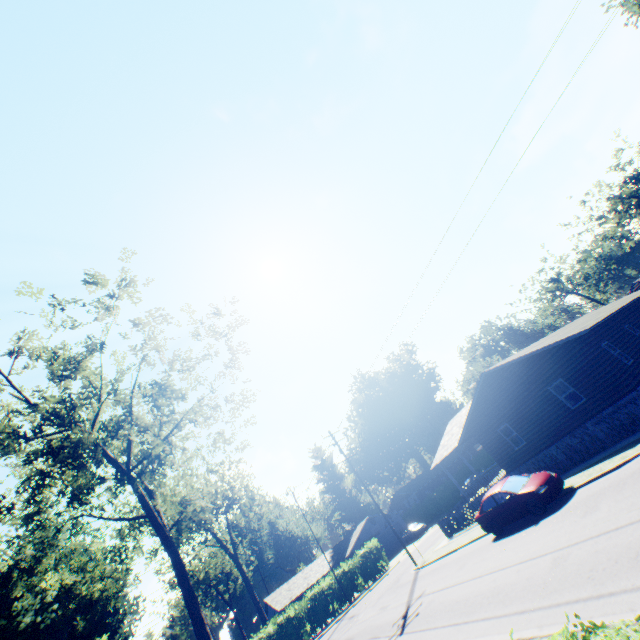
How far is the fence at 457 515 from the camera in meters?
22.2

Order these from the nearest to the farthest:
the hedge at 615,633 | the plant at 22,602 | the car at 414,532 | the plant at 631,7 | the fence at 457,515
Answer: the hedge at 615,633 < the fence at 457,515 < the plant at 631,7 < the plant at 22,602 < the car at 414,532

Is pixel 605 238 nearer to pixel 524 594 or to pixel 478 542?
pixel 478 542

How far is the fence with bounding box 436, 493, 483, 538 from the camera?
22.17m

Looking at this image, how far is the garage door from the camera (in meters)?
46.12

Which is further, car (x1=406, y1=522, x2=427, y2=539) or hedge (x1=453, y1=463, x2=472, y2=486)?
hedge (x1=453, y1=463, x2=472, y2=486)

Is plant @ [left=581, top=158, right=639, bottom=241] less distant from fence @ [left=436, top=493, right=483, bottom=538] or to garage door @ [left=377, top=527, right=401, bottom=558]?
fence @ [left=436, top=493, right=483, bottom=538]

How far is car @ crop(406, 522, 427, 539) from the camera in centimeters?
4101cm
